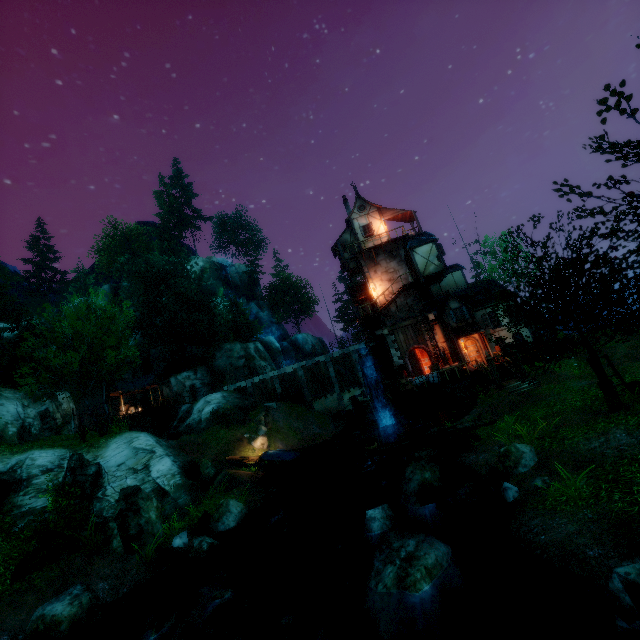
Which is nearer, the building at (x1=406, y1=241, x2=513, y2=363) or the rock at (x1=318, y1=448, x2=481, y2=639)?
the rock at (x1=318, y1=448, x2=481, y2=639)

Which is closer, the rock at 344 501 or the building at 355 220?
the rock at 344 501

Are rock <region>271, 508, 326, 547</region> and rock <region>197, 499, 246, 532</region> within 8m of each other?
→ yes

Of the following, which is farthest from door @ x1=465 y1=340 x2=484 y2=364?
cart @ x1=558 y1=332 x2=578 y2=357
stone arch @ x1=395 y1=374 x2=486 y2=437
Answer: cart @ x1=558 y1=332 x2=578 y2=357

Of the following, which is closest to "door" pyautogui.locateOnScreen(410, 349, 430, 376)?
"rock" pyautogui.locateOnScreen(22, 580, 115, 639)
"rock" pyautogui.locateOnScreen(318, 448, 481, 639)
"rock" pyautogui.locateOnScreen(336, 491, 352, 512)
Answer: "rock" pyautogui.locateOnScreen(336, 491, 352, 512)

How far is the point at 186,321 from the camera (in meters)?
43.44

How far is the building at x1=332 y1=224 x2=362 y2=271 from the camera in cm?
3128

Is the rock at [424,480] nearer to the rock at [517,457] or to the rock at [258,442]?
the rock at [517,457]
